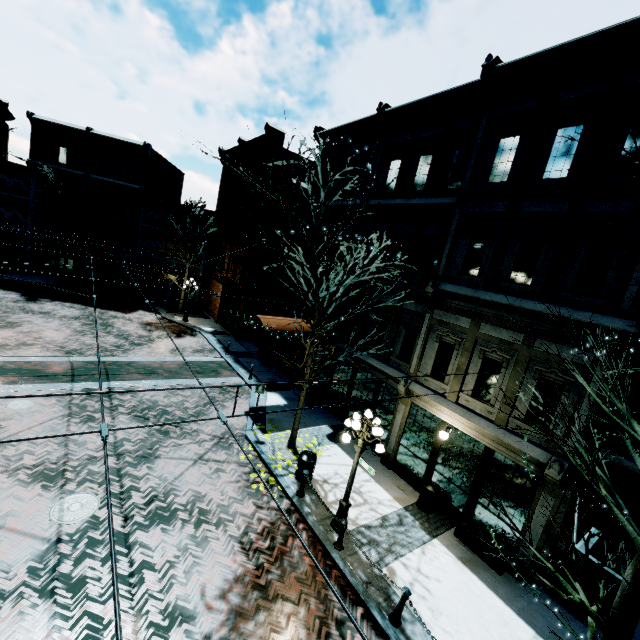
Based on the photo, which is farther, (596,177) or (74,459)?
(74,459)

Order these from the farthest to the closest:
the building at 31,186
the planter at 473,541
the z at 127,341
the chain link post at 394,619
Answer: the building at 31,186, the z at 127,341, the planter at 473,541, the chain link post at 394,619

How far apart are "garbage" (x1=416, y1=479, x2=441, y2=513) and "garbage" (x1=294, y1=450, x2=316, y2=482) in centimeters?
359cm

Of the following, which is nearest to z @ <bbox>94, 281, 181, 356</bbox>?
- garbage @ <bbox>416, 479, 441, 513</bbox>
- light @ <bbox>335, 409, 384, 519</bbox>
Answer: light @ <bbox>335, 409, 384, 519</bbox>

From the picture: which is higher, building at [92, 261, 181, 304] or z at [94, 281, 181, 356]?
building at [92, 261, 181, 304]

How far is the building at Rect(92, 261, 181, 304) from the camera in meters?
32.2

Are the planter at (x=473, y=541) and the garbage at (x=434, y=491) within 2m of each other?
yes

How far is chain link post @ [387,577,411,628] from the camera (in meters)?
6.86
